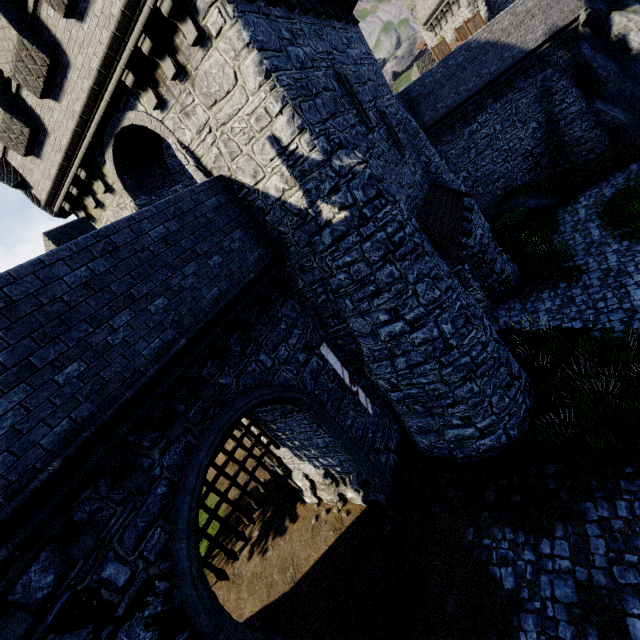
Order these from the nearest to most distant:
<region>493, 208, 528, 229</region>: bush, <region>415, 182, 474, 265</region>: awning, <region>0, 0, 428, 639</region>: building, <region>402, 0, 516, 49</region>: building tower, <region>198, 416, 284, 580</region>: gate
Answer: <region>0, 0, 428, 639</region>: building < <region>198, 416, 284, 580</region>: gate < <region>415, 182, 474, 265</region>: awning < <region>493, 208, 528, 229</region>: bush < <region>402, 0, 516, 49</region>: building tower

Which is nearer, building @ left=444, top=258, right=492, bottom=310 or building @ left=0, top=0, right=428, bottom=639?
building @ left=0, top=0, right=428, bottom=639

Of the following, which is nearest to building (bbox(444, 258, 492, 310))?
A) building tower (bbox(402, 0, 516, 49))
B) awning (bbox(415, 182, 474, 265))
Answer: awning (bbox(415, 182, 474, 265))

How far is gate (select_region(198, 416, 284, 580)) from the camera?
8.95m

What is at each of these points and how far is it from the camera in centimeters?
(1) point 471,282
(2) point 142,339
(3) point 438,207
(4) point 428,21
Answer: (1) building, 1467cm
(2) building, 592cm
(3) awning, 1198cm
(4) building tower, 2466cm

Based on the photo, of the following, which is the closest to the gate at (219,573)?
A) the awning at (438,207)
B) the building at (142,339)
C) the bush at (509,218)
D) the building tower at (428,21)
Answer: the building at (142,339)

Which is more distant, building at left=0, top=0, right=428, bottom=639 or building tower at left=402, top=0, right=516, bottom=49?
building tower at left=402, top=0, right=516, bottom=49

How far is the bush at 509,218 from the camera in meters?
20.3
